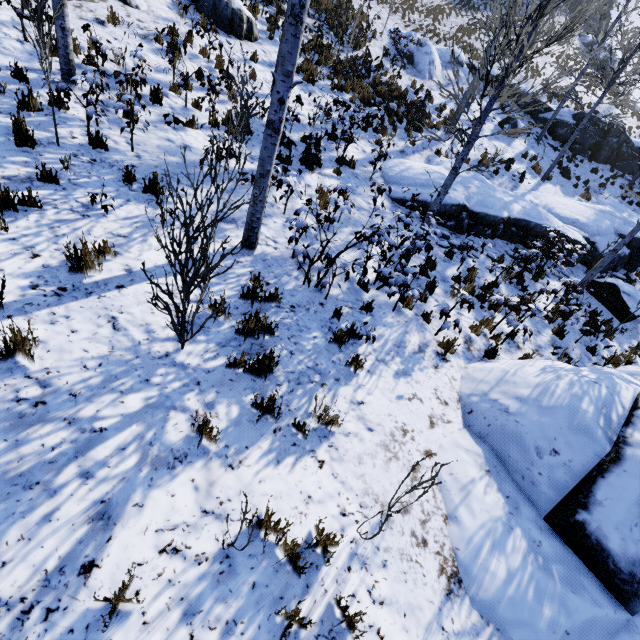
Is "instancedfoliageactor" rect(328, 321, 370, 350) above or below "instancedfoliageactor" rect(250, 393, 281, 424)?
above

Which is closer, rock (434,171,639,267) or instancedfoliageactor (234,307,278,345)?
instancedfoliageactor (234,307,278,345)

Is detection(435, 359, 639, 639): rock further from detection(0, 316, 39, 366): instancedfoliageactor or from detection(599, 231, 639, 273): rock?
detection(599, 231, 639, 273): rock

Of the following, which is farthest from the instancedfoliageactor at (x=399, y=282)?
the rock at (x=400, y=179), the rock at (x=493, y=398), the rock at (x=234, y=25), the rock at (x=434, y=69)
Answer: the rock at (x=234, y=25)

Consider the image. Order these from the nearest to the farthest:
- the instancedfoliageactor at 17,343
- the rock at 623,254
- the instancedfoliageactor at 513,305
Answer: the instancedfoliageactor at 17,343 → the instancedfoliageactor at 513,305 → the rock at 623,254

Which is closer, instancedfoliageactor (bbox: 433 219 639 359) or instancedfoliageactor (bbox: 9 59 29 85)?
instancedfoliageactor (bbox: 9 59 29 85)

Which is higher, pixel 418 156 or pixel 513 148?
pixel 513 148
